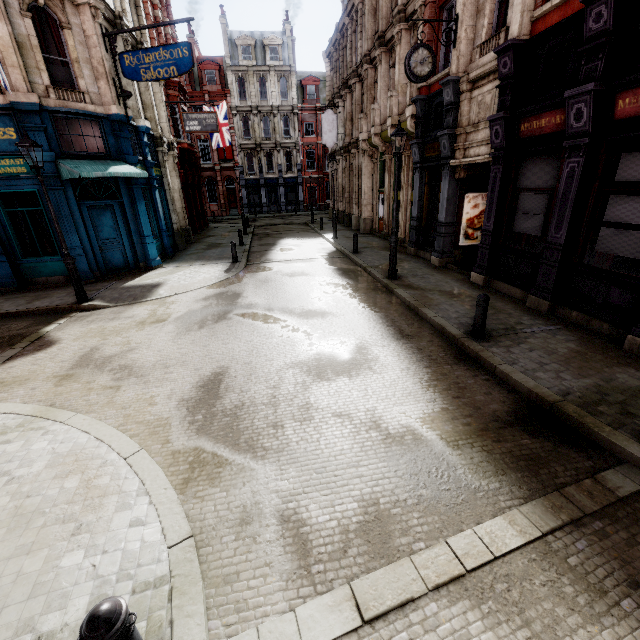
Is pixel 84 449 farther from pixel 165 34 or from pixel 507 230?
pixel 165 34

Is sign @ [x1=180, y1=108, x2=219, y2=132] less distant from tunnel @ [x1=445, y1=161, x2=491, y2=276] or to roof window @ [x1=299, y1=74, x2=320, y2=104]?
tunnel @ [x1=445, y1=161, x2=491, y2=276]

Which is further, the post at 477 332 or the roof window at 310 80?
the roof window at 310 80

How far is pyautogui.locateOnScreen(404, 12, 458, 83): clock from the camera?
10.0 meters

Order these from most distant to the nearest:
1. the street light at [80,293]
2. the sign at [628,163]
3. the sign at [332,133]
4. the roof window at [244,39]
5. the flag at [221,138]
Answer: the roof window at [244,39] → the flag at [221,138] → the sign at [332,133] → the street light at [80,293] → the sign at [628,163]

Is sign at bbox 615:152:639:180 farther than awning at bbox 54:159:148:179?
No

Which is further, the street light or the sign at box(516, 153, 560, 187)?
the street light

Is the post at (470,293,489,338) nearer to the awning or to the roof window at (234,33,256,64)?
the awning
